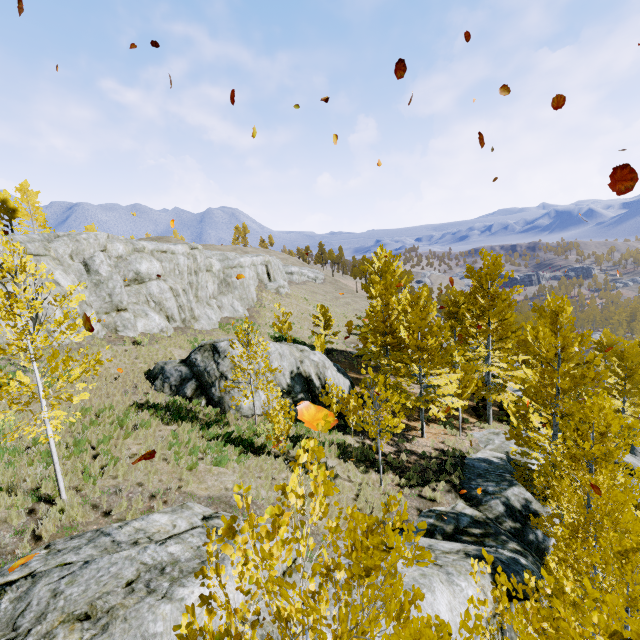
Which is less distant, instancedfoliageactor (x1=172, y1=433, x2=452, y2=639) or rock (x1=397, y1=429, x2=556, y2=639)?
instancedfoliageactor (x1=172, y1=433, x2=452, y2=639)

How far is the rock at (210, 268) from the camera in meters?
17.5 m

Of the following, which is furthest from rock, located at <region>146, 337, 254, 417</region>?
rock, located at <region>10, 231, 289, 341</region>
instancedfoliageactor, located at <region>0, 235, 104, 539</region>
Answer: rock, located at <region>10, 231, 289, 341</region>

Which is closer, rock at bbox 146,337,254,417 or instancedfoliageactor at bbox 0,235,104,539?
instancedfoliageactor at bbox 0,235,104,539

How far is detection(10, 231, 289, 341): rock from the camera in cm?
1749

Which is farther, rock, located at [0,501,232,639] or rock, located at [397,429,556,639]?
rock, located at [397,429,556,639]

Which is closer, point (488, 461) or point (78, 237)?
point (488, 461)

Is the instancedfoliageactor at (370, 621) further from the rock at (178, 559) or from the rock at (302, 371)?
the rock at (302, 371)
